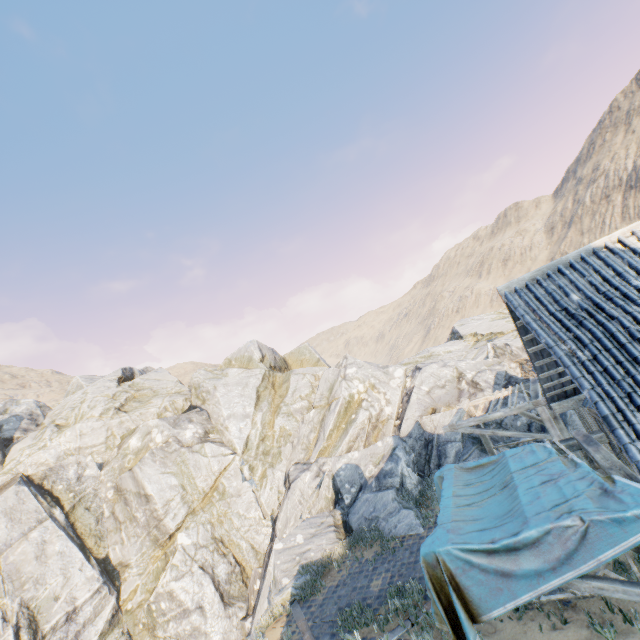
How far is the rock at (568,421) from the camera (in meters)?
12.69

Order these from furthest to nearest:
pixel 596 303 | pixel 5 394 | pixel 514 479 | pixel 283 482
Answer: pixel 5 394, pixel 283 482, pixel 514 479, pixel 596 303

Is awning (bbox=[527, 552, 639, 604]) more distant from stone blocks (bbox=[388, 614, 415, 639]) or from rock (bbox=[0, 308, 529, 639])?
rock (bbox=[0, 308, 529, 639])

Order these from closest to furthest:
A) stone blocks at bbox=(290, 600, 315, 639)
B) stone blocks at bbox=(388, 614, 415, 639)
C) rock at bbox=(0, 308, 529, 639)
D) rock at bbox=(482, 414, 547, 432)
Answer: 1. stone blocks at bbox=(388, 614, 415, 639)
2. stone blocks at bbox=(290, 600, 315, 639)
3. rock at bbox=(482, 414, 547, 432)
4. rock at bbox=(0, 308, 529, 639)

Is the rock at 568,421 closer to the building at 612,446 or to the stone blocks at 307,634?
the stone blocks at 307,634

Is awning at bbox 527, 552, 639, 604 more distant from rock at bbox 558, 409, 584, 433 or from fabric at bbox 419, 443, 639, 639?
rock at bbox 558, 409, 584, 433

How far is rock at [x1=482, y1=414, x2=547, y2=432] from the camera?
14.1m
